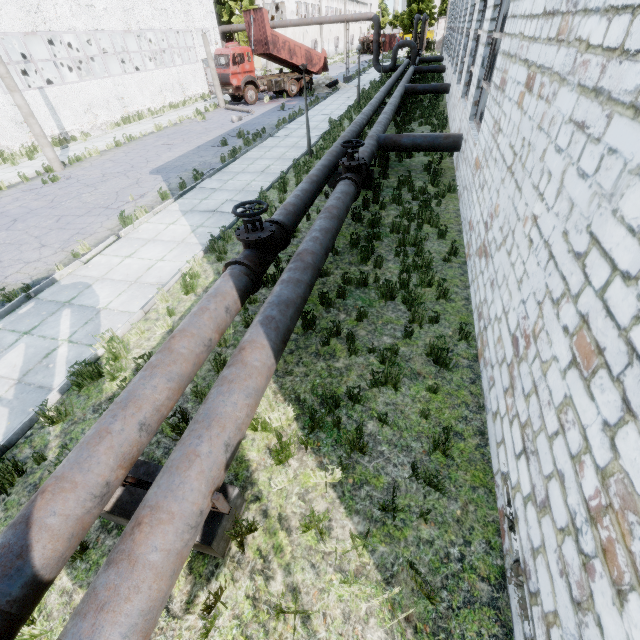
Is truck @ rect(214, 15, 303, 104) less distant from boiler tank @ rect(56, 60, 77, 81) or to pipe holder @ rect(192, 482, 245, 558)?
boiler tank @ rect(56, 60, 77, 81)

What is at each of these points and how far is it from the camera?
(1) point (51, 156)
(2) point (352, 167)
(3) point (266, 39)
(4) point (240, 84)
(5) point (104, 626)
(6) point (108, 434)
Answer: (1) lamp post, 14.82m
(2) pipe valve, 8.67m
(3) truck dump body, 25.34m
(4) truck, 25.52m
(5) pipe, 2.17m
(6) pipe, 3.25m

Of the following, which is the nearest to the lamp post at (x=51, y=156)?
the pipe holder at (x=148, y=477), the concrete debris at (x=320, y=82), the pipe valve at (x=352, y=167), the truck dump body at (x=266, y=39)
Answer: the pipe valve at (x=352, y=167)

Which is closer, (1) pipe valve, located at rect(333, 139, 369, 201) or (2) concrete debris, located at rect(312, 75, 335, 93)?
(1) pipe valve, located at rect(333, 139, 369, 201)

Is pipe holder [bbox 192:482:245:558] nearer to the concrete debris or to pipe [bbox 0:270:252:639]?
pipe [bbox 0:270:252:639]

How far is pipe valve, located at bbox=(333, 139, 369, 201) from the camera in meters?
8.4 m

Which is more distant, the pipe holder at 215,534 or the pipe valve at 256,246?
the pipe valve at 256,246

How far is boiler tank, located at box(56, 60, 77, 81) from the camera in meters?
27.3
